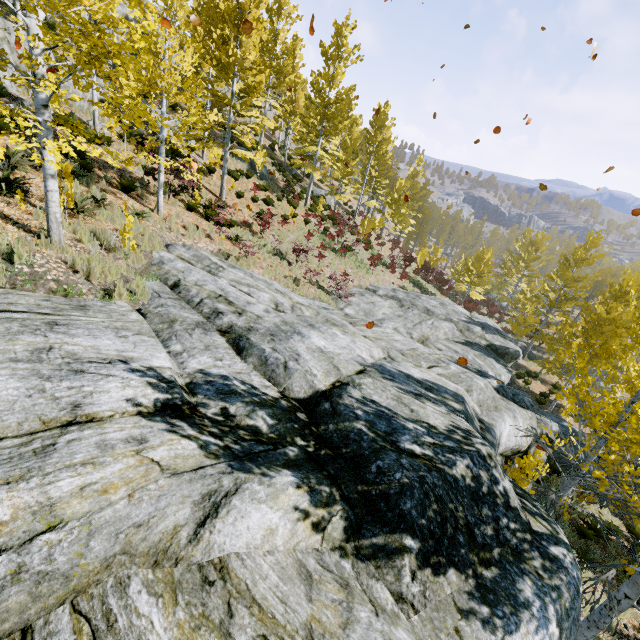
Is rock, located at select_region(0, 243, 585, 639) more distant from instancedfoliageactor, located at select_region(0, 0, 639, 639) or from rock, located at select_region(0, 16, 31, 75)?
rock, located at select_region(0, 16, 31, 75)

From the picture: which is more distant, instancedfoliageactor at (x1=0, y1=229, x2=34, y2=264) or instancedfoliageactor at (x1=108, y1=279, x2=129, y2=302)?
instancedfoliageactor at (x1=108, y1=279, x2=129, y2=302)

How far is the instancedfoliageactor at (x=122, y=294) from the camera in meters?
5.7

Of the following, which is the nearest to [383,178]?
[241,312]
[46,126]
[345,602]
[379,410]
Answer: [241,312]

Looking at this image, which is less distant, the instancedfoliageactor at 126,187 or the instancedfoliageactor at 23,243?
the instancedfoliageactor at 23,243

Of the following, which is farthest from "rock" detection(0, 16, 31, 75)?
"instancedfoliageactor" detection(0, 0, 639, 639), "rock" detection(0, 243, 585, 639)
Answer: "rock" detection(0, 243, 585, 639)

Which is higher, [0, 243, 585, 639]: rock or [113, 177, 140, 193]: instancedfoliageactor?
[113, 177, 140, 193]: instancedfoliageactor
